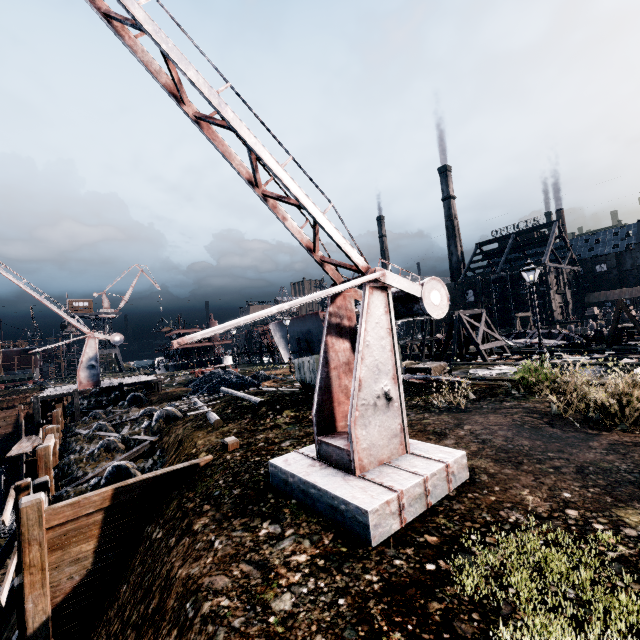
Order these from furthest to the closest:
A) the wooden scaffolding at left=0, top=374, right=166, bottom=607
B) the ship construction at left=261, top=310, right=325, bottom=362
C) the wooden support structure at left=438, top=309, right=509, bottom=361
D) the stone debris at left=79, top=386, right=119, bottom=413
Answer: the ship construction at left=261, top=310, right=325, bottom=362 < the stone debris at left=79, top=386, right=119, bottom=413 < the wooden support structure at left=438, top=309, right=509, bottom=361 < the wooden scaffolding at left=0, top=374, right=166, bottom=607

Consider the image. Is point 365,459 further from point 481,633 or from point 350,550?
point 481,633

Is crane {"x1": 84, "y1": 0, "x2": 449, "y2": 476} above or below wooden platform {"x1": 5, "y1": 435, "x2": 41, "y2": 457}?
above

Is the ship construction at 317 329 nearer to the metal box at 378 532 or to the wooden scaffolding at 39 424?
the wooden scaffolding at 39 424

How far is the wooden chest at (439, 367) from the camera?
17.6 meters

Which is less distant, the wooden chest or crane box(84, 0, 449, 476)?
crane box(84, 0, 449, 476)

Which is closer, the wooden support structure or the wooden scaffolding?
the wooden scaffolding

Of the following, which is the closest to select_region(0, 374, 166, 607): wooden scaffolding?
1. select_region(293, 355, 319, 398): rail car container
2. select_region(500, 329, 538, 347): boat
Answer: select_region(293, 355, 319, 398): rail car container
